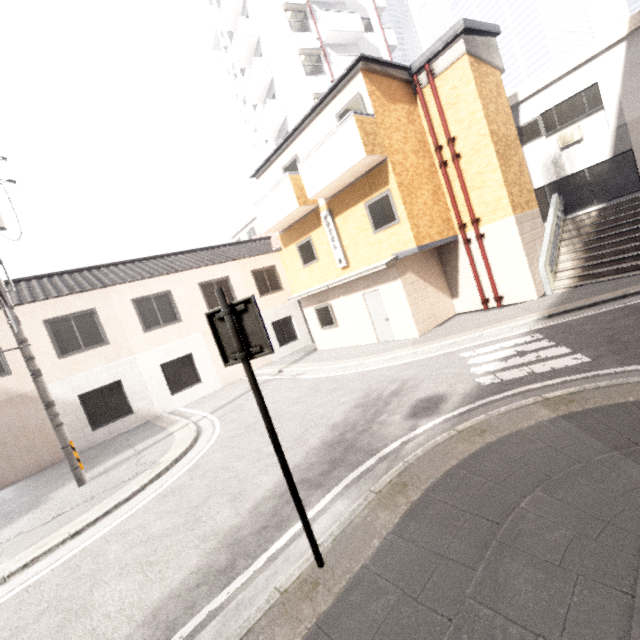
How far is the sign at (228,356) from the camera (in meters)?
3.08

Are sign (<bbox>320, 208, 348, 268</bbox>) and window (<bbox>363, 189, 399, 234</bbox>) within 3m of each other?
yes

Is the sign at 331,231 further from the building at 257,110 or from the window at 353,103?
the building at 257,110

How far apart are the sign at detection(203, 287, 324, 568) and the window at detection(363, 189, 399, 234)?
8.9 meters

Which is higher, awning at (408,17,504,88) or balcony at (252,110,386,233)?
awning at (408,17,504,88)

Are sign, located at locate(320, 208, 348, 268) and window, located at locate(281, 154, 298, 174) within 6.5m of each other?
yes

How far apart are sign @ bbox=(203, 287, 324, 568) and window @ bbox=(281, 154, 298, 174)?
11.5 meters

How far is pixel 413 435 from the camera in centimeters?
536cm
